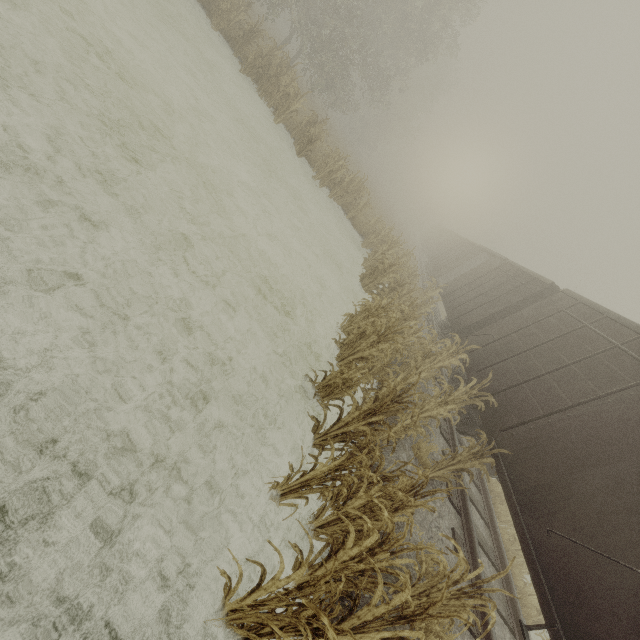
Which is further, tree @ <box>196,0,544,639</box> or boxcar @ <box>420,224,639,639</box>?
boxcar @ <box>420,224,639,639</box>

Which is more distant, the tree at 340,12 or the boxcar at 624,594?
the boxcar at 624,594

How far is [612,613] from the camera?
3.40m
